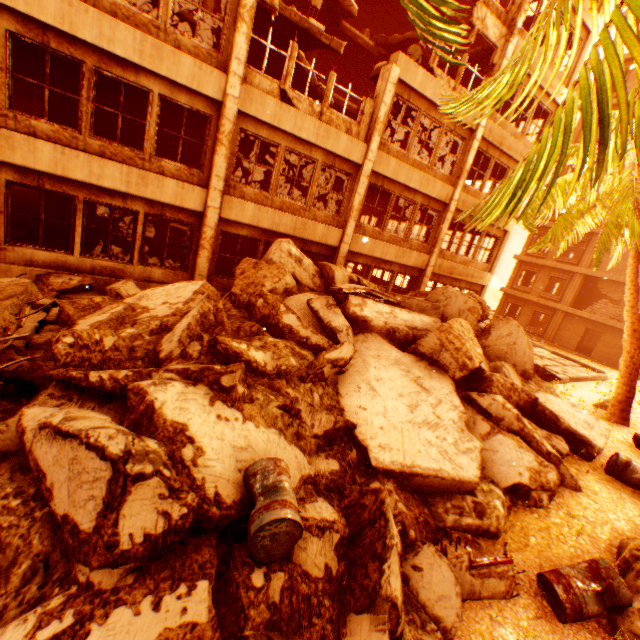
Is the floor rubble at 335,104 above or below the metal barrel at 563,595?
above

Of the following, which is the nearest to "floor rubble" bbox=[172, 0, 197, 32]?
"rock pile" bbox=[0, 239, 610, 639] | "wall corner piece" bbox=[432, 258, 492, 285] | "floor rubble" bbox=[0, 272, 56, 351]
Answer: "wall corner piece" bbox=[432, 258, 492, 285]

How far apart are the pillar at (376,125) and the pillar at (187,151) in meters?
8.1

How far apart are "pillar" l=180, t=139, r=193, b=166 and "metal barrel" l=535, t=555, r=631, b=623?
17.5m

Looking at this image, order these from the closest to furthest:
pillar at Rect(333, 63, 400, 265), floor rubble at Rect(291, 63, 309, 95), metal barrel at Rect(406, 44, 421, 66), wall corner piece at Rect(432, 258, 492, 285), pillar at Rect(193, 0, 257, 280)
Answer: pillar at Rect(193, 0, 257, 280)
pillar at Rect(333, 63, 400, 265)
metal barrel at Rect(406, 44, 421, 66)
floor rubble at Rect(291, 63, 309, 95)
wall corner piece at Rect(432, 258, 492, 285)

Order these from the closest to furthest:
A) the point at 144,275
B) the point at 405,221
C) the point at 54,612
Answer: the point at 54,612 → the point at 144,275 → the point at 405,221

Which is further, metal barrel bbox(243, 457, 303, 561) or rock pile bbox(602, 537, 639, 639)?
rock pile bbox(602, 537, 639, 639)

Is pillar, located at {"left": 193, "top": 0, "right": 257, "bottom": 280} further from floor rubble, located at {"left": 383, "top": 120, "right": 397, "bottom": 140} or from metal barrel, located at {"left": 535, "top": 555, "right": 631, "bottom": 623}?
metal barrel, located at {"left": 535, "top": 555, "right": 631, "bottom": 623}
